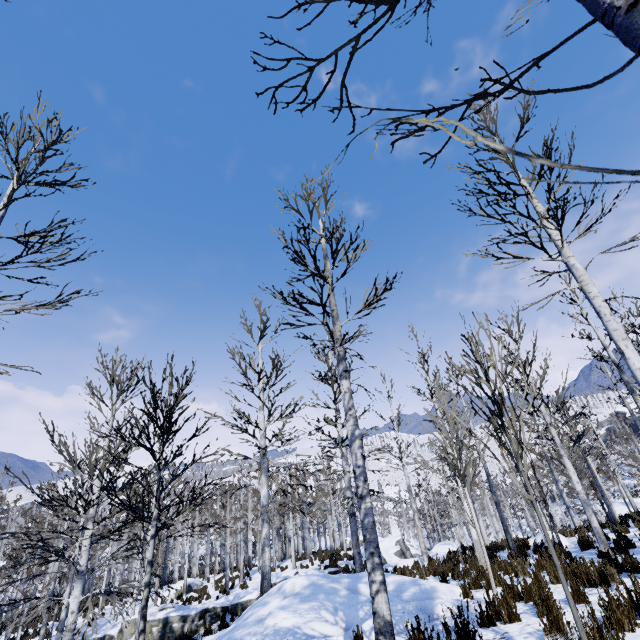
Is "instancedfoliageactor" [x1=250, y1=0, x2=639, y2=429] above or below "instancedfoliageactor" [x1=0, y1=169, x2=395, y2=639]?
above

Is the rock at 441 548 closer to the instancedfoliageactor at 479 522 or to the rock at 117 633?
the instancedfoliageactor at 479 522

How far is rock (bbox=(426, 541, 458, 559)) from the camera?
A: 18.8 meters

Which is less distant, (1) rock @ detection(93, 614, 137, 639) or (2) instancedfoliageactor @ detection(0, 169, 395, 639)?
(2) instancedfoliageactor @ detection(0, 169, 395, 639)

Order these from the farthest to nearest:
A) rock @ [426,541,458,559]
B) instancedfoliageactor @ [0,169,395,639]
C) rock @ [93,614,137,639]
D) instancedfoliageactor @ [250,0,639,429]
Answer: rock @ [426,541,458,559], rock @ [93,614,137,639], instancedfoliageactor @ [0,169,395,639], instancedfoliageactor @ [250,0,639,429]

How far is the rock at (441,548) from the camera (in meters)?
18.76

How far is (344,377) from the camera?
5.7 meters

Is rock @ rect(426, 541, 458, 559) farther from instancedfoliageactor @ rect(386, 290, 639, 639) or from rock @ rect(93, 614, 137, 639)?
rock @ rect(93, 614, 137, 639)
